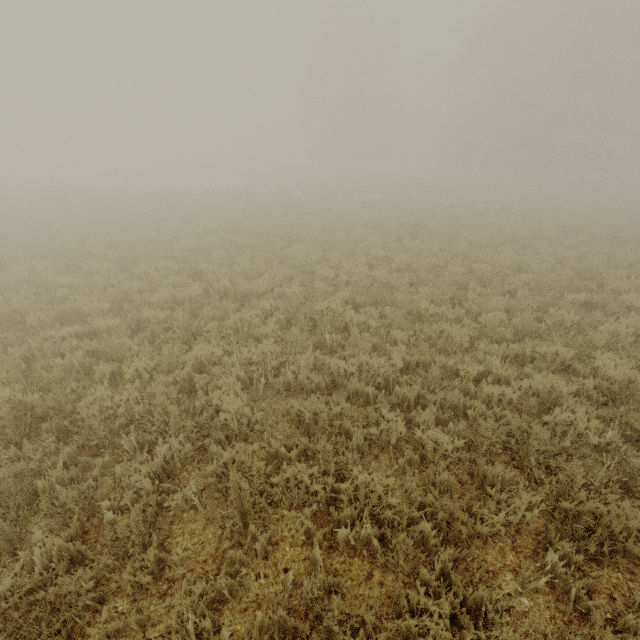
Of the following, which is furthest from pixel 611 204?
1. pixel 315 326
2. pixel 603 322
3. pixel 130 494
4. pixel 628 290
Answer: pixel 130 494
